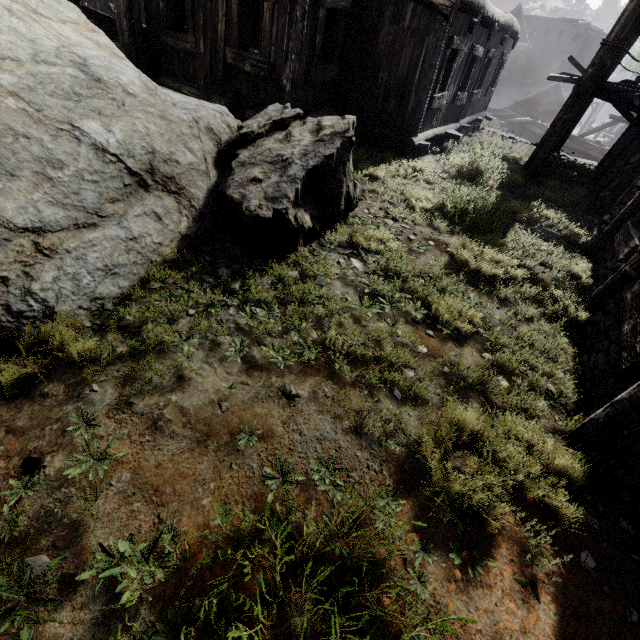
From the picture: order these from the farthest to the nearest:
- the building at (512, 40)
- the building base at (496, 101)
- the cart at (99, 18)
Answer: the building base at (496, 101) → the cart at (99, 18) → the building at (512, 40)

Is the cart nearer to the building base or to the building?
the building

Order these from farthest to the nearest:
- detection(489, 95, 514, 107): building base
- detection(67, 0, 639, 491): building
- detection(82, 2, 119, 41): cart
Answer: detection(489, 95, 514, 107): building base → detection(82, 2, 119, 41): cart → detection(67, 0, 639, 491): building

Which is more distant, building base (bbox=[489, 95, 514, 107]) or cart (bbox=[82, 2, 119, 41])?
building base (bbox=[489, 95, 514, 107])

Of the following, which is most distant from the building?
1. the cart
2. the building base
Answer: the building base

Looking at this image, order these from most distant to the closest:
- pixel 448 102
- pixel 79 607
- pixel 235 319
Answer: pixel 448 102, pixel 235 319, pixel 79 607

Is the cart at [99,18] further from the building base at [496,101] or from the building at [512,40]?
the building base at [496,101]
